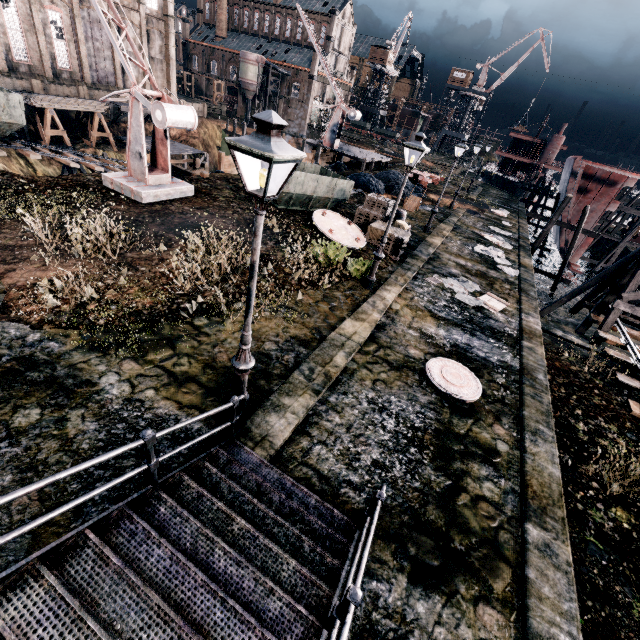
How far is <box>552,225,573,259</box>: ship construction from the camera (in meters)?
29.80

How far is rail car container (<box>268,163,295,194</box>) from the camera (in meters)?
16.58

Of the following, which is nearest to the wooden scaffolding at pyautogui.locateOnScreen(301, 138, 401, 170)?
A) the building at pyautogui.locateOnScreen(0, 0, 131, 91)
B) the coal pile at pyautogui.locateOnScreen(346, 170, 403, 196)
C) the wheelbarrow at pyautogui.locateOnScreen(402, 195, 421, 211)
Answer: the coal pile at pyautogui.locateOnScreen(346, 170, 403, 196)

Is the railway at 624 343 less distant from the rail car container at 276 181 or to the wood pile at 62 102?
the rail car container at 276 181

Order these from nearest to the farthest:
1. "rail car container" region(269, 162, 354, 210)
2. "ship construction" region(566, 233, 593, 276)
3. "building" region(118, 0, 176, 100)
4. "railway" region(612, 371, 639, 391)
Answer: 1. "railway" region(612, 371, 639, 391)
2. "rail car container" region(269, 162, 354, 210)
3. "ship construction" region(566, 233, 593, 276)
4. "building" region(118, 0, 176, 100)

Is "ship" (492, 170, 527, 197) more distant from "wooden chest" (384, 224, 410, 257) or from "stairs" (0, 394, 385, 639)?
"stairs" (0, 394, 385, 639)

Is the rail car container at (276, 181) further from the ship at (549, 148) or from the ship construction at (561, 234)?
the ship at (549, 148)

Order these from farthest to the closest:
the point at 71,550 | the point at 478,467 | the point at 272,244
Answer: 1. the point at 272,244
2. the point at 478,467
3. the point at 71,550
